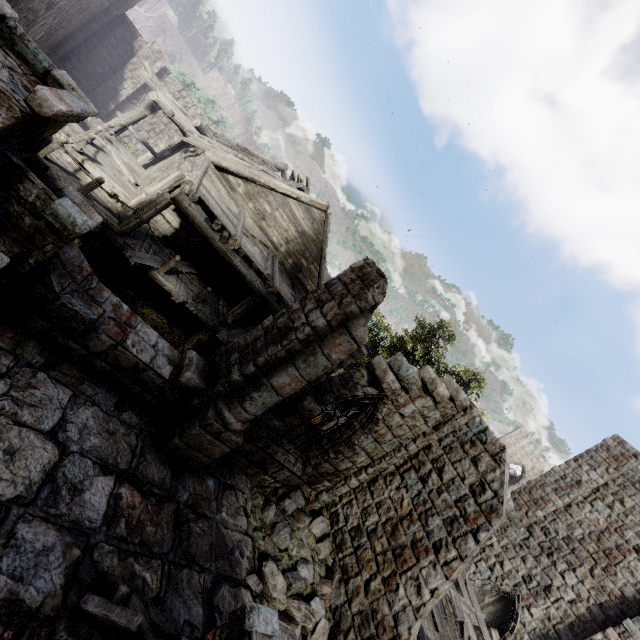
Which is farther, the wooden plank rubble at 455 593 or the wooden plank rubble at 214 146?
the wooden plank rubble at 214 146

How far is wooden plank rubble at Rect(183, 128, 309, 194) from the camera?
11.8 meters

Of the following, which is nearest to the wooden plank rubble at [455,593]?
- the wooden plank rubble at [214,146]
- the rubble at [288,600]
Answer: the rubble at [288,600]

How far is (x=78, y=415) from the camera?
5.1 meters

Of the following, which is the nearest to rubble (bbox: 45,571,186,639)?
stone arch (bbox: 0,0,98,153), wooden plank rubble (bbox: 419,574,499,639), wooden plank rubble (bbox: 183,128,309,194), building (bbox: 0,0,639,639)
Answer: building (bbox: 0,0,639,639)

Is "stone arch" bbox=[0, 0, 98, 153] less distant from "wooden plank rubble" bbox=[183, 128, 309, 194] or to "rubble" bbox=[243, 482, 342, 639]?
"rubble" bbox=[243, 482, 342, 639]

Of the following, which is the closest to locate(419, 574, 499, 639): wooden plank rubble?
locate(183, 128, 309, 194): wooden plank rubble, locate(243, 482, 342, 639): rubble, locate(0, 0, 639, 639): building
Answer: locate(0, 0, 639, 639): building

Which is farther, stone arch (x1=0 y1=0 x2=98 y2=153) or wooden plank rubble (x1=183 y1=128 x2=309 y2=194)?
wooden plank rubble (x1=183 y1=128 x2=309 y2=194)
